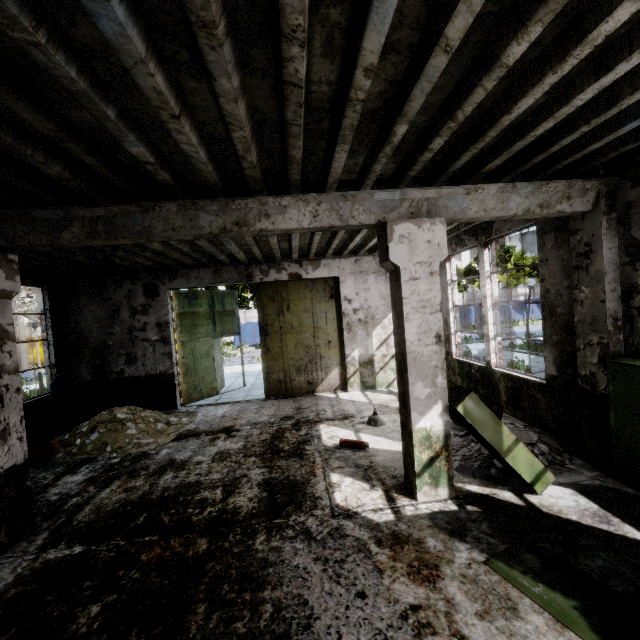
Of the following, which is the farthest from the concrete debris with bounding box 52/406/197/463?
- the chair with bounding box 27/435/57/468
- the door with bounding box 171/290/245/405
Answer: the door with bounding box 171/290/245/405

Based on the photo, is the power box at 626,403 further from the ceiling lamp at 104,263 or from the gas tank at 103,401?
the gas tank at 103,401

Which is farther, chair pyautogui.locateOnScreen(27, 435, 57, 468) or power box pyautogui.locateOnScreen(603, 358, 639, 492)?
chair pyautogui.locateOnScreen(27, 435, 57, 468)

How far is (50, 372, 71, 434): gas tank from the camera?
8.8 meters

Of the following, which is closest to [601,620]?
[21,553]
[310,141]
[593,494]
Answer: [593,494]

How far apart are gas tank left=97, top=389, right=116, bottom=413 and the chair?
2.3 meters

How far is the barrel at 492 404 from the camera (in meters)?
6.23

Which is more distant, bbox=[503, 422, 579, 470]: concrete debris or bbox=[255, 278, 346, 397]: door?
bbox=[255, 278, 346, 397]: door
